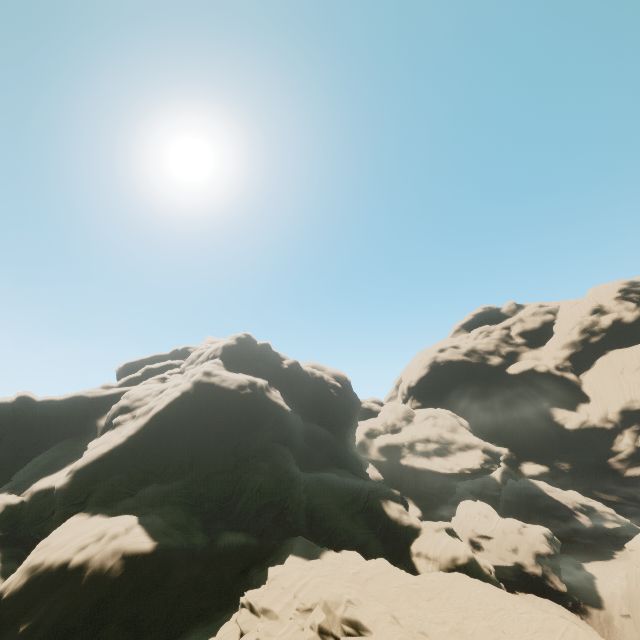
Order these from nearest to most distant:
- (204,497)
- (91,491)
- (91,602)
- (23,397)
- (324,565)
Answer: (91,602) → (324,565) → (91,491) → (204,497) → (23,397)
